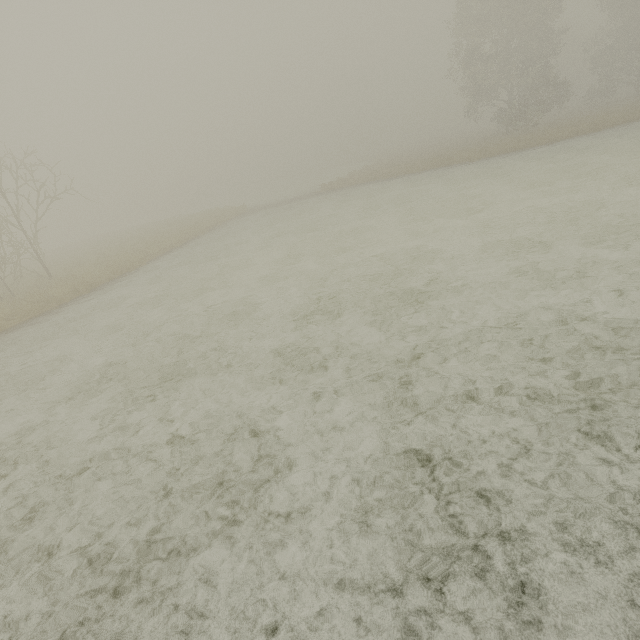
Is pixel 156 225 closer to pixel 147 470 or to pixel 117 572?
Answer: pixel 147 470
